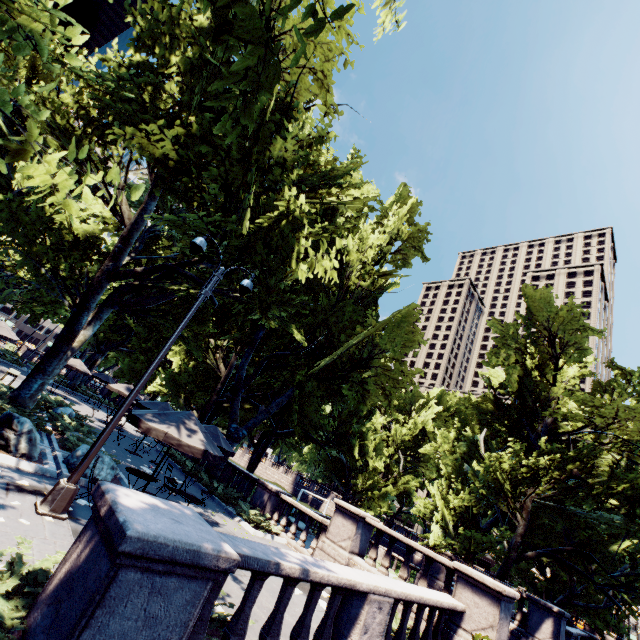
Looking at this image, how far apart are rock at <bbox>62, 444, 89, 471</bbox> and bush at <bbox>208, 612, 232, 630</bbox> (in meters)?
5.99

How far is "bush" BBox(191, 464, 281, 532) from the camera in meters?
14.1 m

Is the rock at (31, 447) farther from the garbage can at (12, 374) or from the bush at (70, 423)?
the garbage can at (12, 374)

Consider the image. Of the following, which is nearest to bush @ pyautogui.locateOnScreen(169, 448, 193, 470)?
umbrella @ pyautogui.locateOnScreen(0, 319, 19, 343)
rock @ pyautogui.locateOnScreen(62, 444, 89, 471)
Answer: rock @ pyautogui.locateOnScreen(62, 444, 89, 471)

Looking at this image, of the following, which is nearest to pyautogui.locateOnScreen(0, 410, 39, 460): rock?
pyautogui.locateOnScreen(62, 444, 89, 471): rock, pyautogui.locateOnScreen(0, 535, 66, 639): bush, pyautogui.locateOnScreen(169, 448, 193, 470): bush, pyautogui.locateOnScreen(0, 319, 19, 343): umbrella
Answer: pyautogui.locateOnScreen(62, 444, 89, 471): rock

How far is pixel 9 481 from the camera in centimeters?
731cm

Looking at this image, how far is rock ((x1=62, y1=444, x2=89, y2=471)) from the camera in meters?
9.8

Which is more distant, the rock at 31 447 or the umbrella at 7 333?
the umbrella at 7 333
